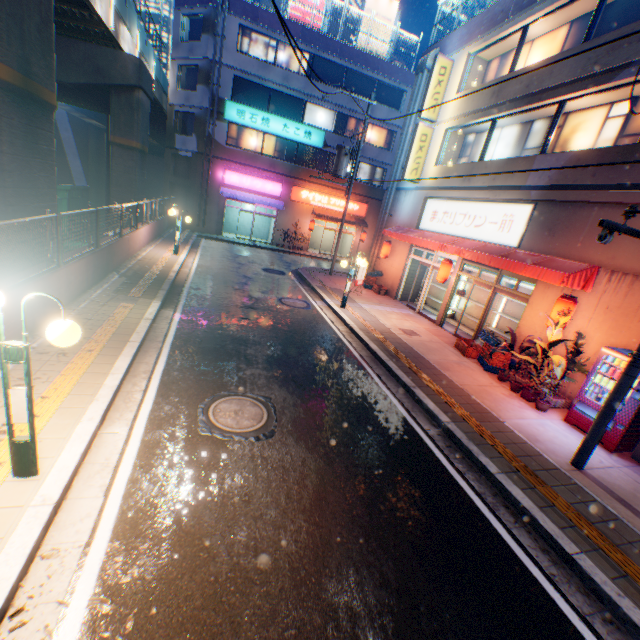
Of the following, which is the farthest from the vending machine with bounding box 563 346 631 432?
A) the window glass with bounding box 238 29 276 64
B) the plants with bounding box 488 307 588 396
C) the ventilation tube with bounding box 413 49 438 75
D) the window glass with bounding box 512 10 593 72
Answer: the window glass with bounding box 238 29 276 64

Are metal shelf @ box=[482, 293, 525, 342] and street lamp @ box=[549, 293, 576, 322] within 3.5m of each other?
yes

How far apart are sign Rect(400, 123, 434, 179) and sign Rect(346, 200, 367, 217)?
12.44m

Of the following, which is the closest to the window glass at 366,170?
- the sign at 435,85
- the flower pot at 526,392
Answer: the sign at 435,85

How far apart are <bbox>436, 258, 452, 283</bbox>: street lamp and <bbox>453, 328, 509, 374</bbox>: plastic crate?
2.54m

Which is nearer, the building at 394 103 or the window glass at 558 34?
the window glass at 558 34

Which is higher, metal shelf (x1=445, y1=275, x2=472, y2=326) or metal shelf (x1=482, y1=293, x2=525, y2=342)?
metal shelf (x1=482, y1=293, x2=525, y2=342)

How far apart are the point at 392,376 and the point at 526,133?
10.82m
